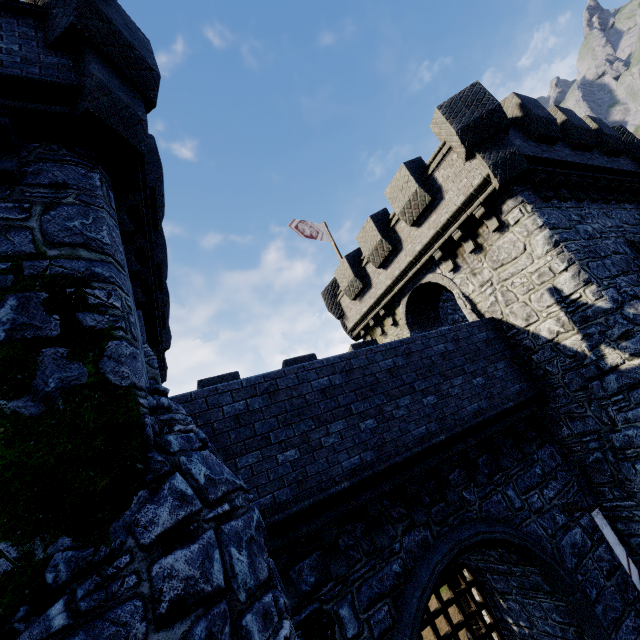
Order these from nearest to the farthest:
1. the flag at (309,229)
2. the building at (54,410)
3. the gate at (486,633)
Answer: the building at (54,410)
the gate at (486,633)
the flag at (309,229)

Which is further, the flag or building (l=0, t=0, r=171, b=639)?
the flag

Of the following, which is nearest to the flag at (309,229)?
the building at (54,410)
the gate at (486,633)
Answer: the building at (54,410)

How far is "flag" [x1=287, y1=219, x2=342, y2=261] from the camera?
17.5 meters

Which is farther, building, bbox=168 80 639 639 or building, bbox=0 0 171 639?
building, bbox=168 80 639 639

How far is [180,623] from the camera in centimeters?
241cm

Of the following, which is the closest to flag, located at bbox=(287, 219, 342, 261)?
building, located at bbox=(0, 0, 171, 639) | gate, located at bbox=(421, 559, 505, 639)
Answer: building, located at bbox=(0, 0, 171, 639)
